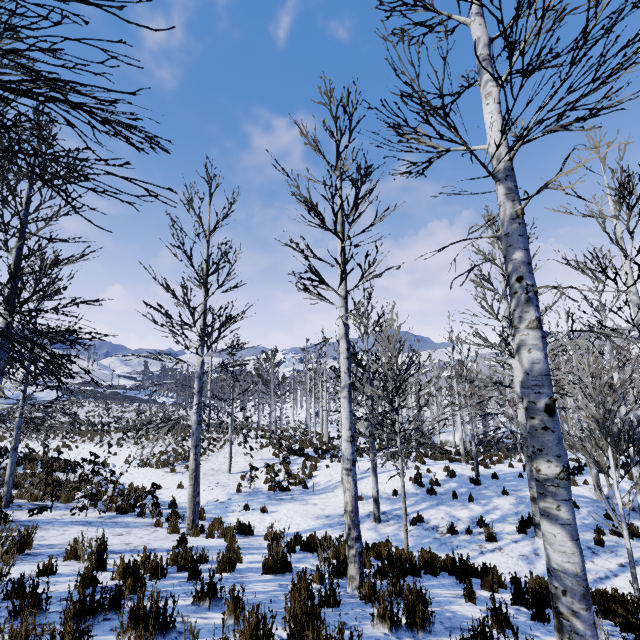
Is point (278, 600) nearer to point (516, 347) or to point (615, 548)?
point (516, 347)

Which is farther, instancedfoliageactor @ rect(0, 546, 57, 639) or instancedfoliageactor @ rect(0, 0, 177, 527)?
instancedfoliageactor @ rect(0, 546, 57, 639)

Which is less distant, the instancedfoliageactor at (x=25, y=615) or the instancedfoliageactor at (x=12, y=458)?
the instancedfoliageactor at (x=12, y=458)
